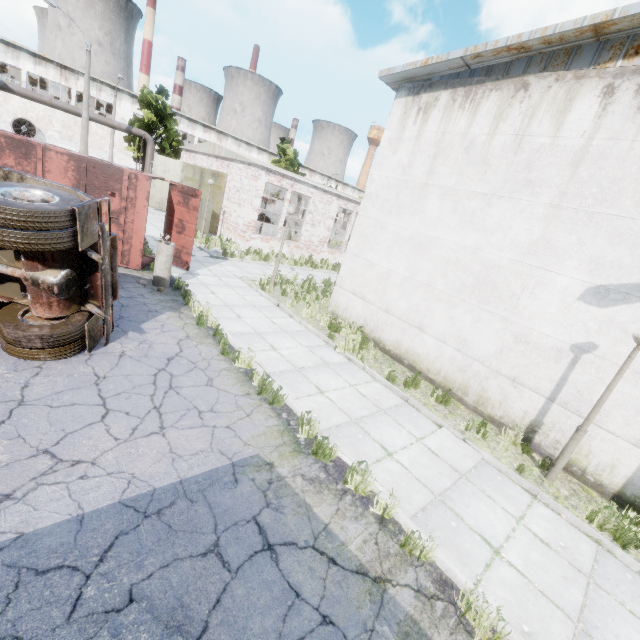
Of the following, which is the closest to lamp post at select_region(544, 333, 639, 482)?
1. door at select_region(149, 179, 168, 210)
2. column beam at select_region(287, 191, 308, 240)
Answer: column beam at select_region(287, 191, 308, 240)

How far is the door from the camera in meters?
24.1 m

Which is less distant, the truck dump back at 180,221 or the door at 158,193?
the truck dump back at 180,221

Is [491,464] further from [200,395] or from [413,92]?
[413,92]

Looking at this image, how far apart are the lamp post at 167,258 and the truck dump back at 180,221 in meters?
1.8 m

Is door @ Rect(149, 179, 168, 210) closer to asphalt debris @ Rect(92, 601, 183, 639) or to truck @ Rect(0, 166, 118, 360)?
truck @ Rect(0, 166, 118, 360)

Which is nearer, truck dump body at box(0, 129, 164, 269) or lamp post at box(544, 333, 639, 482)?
lamp post at box(544, 333, 639, 482)

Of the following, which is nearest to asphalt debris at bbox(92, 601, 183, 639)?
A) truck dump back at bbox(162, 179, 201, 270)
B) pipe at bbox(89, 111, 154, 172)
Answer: truck dump back at bbox(162, 179, 201, 270)
